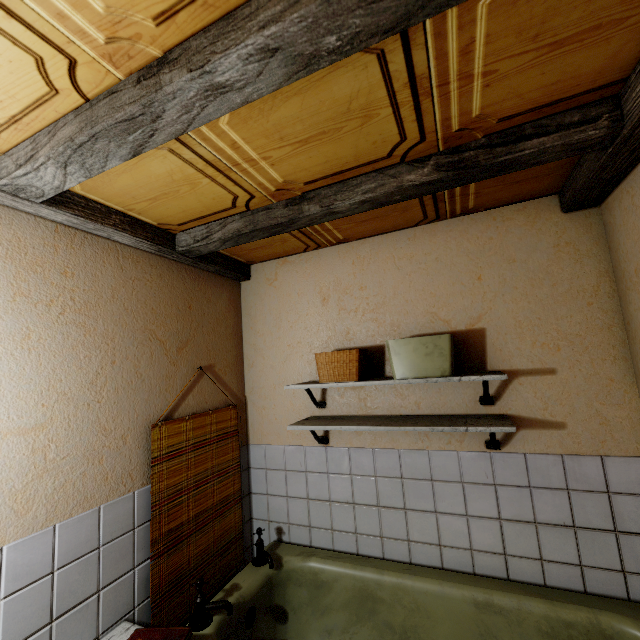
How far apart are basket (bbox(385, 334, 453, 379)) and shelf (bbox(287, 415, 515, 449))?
0.27m

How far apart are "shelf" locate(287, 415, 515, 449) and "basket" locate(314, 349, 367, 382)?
0.3 meters

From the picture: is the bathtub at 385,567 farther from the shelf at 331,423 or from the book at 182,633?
the shelf at 331,423

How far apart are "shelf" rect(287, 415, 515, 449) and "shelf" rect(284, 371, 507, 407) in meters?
0.2 m

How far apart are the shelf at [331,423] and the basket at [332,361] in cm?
28

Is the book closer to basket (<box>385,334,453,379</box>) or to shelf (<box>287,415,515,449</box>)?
shelf (<box>287,415,515,449</box>)

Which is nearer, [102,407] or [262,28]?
[262,28]

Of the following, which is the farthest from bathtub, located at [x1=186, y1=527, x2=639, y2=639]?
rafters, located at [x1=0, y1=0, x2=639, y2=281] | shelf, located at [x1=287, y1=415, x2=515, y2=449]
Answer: rafters, located at [x1=0, y1=0, x2=639, y2=281]
